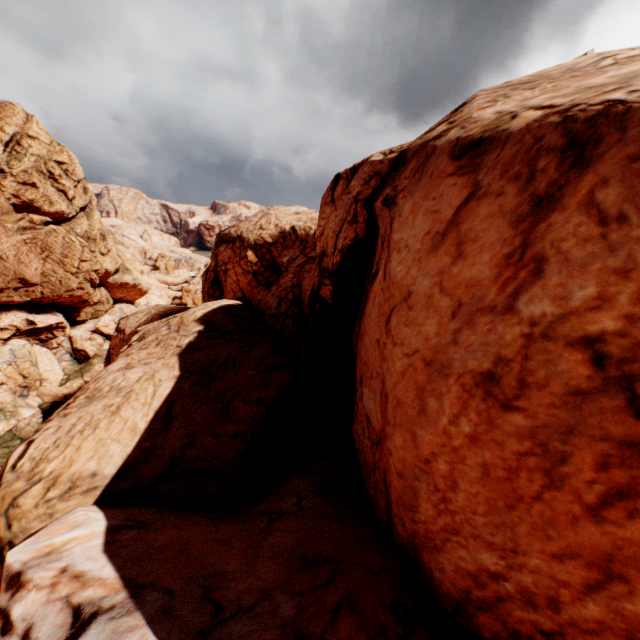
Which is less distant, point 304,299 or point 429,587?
point 429,587
